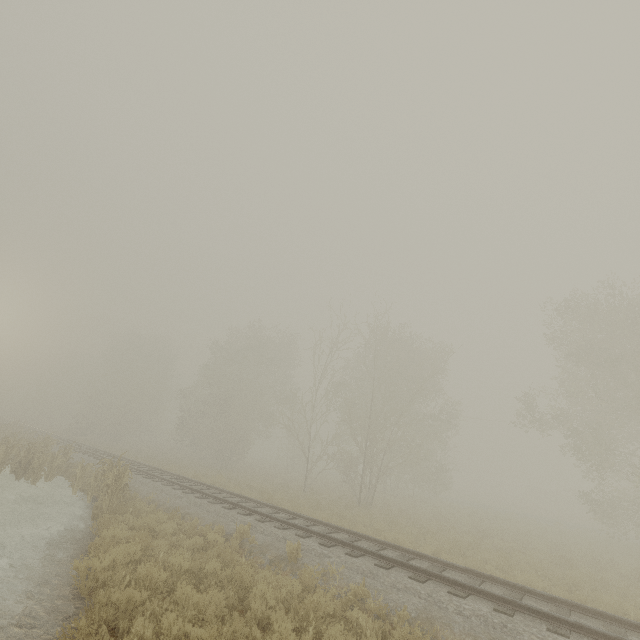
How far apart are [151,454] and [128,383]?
22.6 meters

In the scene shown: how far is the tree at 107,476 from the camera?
11.7 meters

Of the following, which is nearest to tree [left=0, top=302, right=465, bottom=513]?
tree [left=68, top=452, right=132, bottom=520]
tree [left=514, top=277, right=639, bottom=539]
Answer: tree [left=514, top=277, right=639, bottom=539]

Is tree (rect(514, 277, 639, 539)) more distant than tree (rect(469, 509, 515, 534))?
No

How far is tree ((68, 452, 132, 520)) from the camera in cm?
1173

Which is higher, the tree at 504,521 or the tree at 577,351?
the tree at 577,351

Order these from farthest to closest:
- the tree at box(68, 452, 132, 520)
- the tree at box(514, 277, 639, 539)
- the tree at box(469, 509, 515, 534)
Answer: the tree at box(469, 509, 515, 534), the tree at box(514, 277, 639, 539), the tree at box(68, 452, 132, 520)

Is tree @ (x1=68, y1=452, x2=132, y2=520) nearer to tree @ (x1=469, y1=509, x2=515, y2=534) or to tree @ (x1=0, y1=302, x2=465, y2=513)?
tree @ (x1=469, y1=509, x2=515, y2=534)
